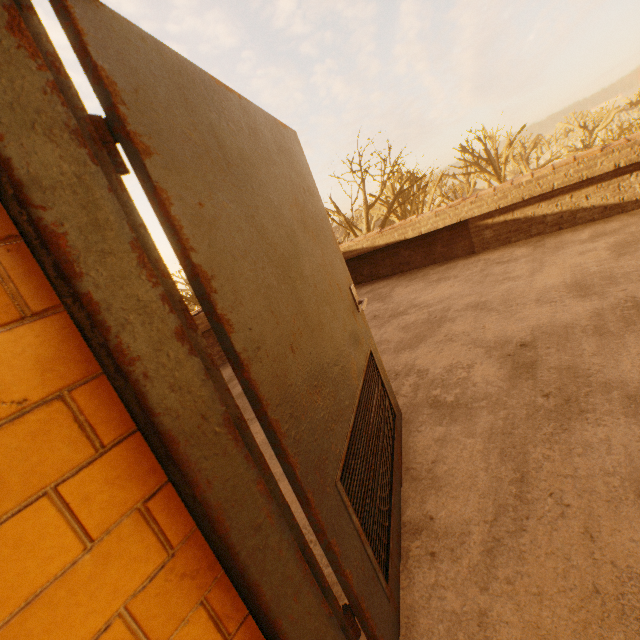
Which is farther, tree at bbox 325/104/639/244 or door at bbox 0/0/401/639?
tree at bbox 325/104/639/244

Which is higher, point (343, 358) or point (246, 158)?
point (246, 158)

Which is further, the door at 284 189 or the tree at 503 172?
the tree at 503 172
